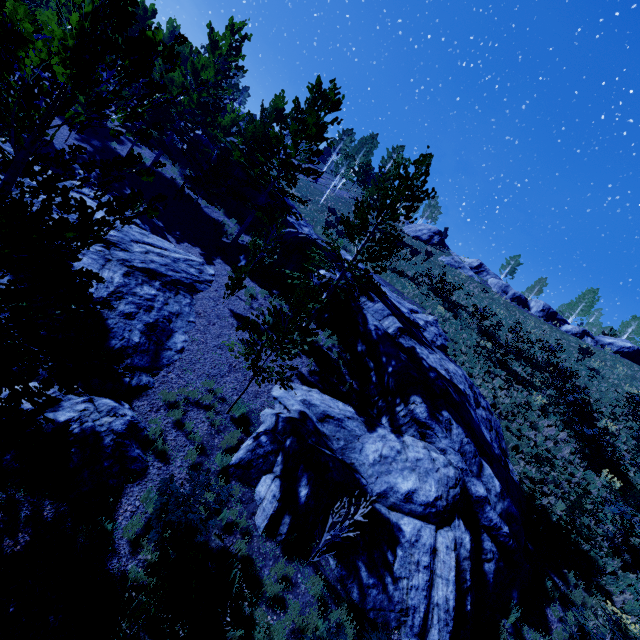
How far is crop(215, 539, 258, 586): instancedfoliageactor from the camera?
6.88m

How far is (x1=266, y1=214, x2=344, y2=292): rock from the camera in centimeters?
1755cm

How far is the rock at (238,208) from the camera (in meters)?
24.42

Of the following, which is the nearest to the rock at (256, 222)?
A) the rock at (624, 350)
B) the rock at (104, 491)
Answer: the rock at (104, 491)

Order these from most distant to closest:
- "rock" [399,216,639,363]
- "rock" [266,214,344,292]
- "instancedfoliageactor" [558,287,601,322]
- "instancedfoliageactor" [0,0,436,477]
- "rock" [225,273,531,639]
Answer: "instancedfoliageactor" [558,287,601,322]
"rock" [399,216,639,363]
"rock" [266,214,344,292]
"rock" [225,273,531,639]
"instancedfoliageactor" [0,0,436,477]

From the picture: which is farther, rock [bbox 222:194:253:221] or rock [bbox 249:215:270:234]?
rock [bbox 222:194:253:221]

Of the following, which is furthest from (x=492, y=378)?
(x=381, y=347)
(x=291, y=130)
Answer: (x=291, y=130)

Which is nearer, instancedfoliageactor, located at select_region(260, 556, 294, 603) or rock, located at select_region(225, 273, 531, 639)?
instancedfoliageactor, located at select_region(260, 556, 294, 603)
